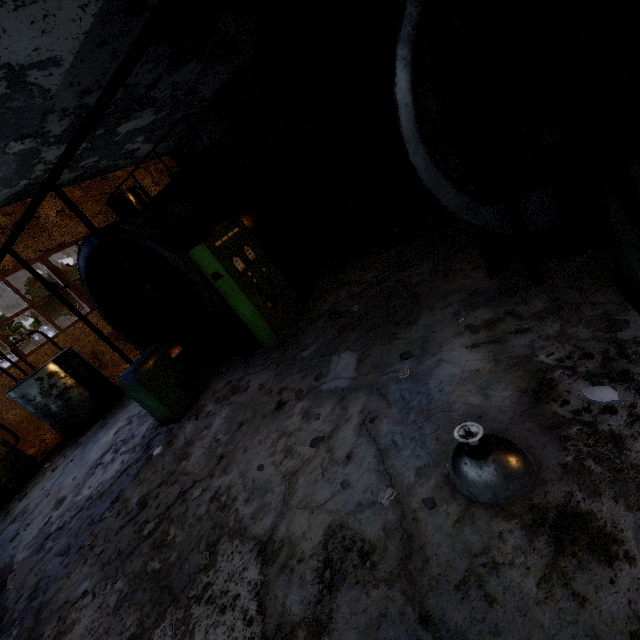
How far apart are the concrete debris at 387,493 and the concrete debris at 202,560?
1.9 meters

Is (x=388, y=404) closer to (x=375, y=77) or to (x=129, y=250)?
(x=129, y=250)

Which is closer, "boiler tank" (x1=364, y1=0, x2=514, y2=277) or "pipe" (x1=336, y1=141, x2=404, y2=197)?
"boiler tank" (x1=364, y1=0, x2=514, y2=277)

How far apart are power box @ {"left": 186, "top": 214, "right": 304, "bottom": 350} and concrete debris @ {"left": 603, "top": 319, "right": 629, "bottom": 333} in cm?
493

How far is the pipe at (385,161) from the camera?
12.79m

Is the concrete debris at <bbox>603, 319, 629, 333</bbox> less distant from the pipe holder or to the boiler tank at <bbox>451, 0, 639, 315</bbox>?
the boiler tank at <bbox>451, 0, 639, 315</bbox>

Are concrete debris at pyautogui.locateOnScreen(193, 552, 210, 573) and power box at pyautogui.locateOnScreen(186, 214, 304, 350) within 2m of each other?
no

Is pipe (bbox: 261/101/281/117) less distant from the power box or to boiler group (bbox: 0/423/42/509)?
the power box
